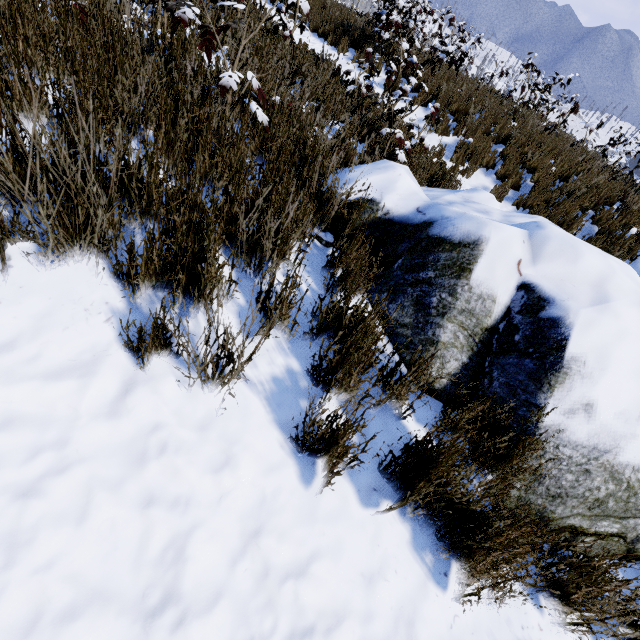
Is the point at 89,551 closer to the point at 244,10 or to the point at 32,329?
the point at 32,329

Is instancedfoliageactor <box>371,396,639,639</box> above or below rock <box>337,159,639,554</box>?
below

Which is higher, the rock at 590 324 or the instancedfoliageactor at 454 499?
the rock at 590 324

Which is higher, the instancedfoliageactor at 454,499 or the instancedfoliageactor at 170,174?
the instancedfoliageactor at 170,174

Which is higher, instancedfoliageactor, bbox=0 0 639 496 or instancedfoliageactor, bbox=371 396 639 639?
instancedfoliageactor, bbox=0 0 639 496
